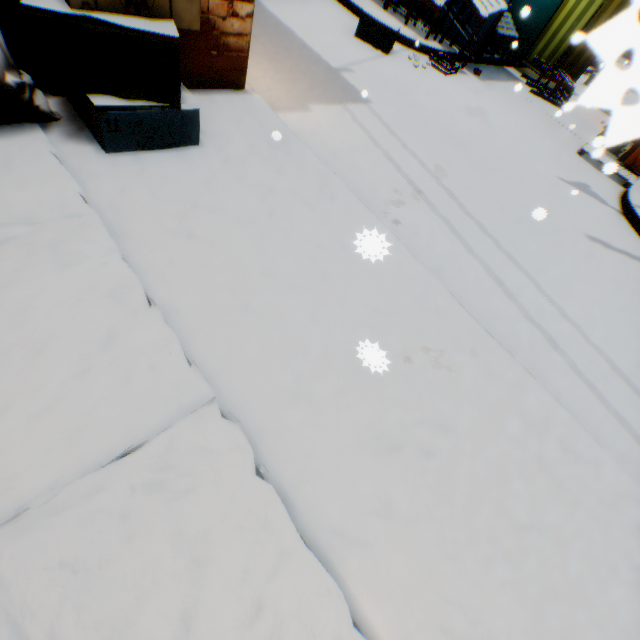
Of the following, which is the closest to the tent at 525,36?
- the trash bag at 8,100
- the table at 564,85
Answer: the table at 564,85

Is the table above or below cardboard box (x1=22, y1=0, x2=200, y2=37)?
below

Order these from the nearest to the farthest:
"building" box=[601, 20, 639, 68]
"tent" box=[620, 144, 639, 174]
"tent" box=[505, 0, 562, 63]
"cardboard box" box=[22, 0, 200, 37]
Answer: "building" box=[601, 20, 639, 68] < "cardboard box" box=[22, 0, 200, 37] < "tent" box=[620, 144, 639, 174] < "tent" box=[505, 0, 562, 63]

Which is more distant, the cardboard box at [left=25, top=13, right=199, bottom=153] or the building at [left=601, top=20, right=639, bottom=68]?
the cardboard box at [left=25, top=13, right=199, bottom=153]

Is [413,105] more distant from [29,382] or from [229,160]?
[29,382]

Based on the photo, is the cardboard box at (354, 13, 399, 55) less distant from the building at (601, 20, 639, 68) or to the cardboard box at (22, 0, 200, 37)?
the building at (601, 20, 639, 68)

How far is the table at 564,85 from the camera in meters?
8.2

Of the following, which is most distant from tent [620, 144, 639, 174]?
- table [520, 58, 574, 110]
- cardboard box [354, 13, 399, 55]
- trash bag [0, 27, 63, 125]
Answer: trash bag [0, 27, 63, 125]
